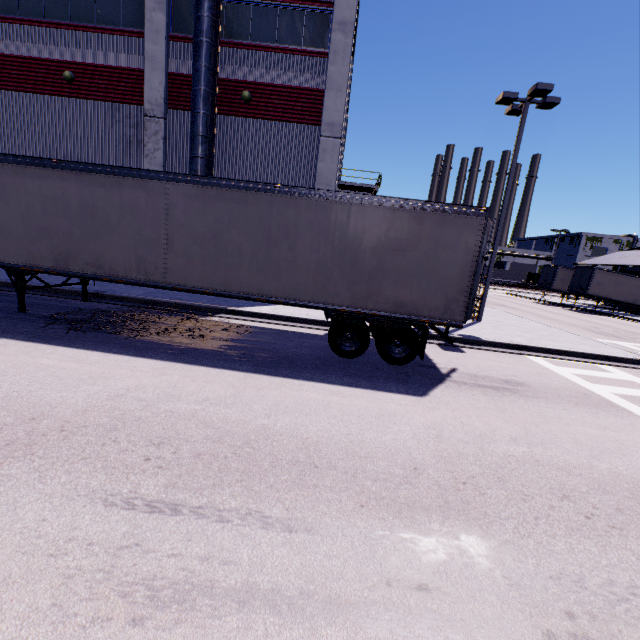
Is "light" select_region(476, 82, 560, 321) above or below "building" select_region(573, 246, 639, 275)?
above

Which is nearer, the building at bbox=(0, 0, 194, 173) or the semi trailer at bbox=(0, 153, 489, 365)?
the semi trailer at bbox=(0, 153, 489, 365)

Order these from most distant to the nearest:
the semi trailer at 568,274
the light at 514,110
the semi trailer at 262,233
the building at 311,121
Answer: the semi trailer at 568,274, the building at 311,121, the light at 514,110, the semi trailer at 262,233

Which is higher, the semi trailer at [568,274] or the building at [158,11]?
the building at [158,11]

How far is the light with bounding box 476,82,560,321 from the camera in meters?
13.1 m

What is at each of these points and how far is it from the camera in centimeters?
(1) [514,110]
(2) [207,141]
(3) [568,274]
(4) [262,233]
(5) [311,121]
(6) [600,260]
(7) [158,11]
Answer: (1) light, 1456cm
(2) vent duct, 1309cm
(3) semi trailer, 3684cm
(4) semi trailer, 781cm
(5) building, 1440cm
(6) building, 4425cm
(7) building, 1362cm

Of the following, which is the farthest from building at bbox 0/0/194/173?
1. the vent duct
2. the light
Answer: the light

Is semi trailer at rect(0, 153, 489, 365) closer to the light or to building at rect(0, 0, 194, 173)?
building at rect(0, 0, 194, 173)
